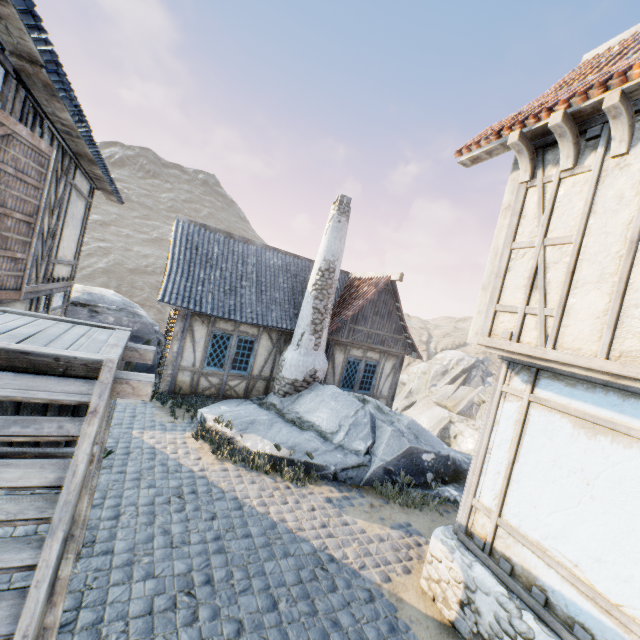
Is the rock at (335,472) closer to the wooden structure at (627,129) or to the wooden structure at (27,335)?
the wooden structure at (27,335)

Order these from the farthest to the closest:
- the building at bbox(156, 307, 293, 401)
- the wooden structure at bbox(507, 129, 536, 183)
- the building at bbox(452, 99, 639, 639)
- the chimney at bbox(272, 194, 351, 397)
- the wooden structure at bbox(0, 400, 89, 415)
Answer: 1. the chimney at bbox(272, 194, 351, 397)
2. the building at bbox(156, 307, 293, 401)
3. the wooden structure at bbox(507, 129, 536, 183)
4. the building at bbox(452, 99, 639, 639)
5. the wooden structure at bbox(0, 400, 89, 415)

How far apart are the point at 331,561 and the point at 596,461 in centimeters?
410cm

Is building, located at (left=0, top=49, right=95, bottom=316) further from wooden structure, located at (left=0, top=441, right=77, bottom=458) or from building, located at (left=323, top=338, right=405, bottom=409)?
building, located at (left=323, top=338, right=405, bottom=409)

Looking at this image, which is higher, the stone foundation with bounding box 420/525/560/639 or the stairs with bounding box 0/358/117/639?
the stairs with bounding box 0/358/117/639

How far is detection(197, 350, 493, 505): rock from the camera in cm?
814

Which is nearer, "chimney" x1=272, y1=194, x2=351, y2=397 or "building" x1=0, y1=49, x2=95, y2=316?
"building" x1=0, y1=49, x2=95, y2=316

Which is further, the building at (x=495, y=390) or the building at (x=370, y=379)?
the building at (x=370, y=379)
